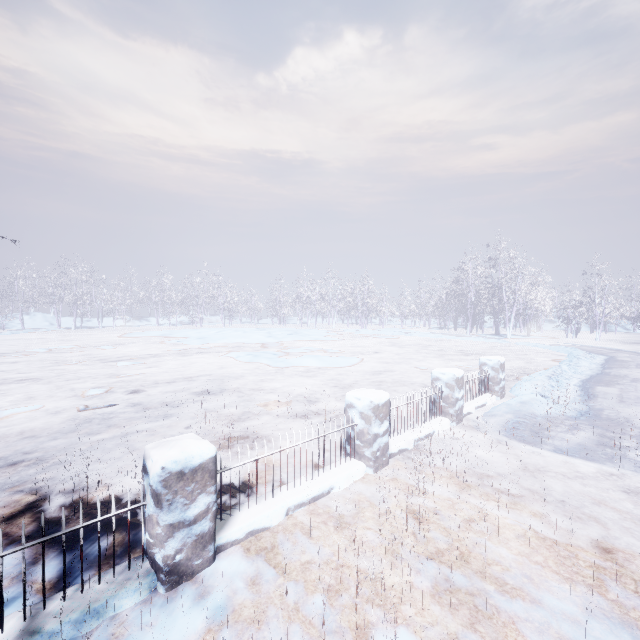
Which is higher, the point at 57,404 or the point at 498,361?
the point at 498,361
